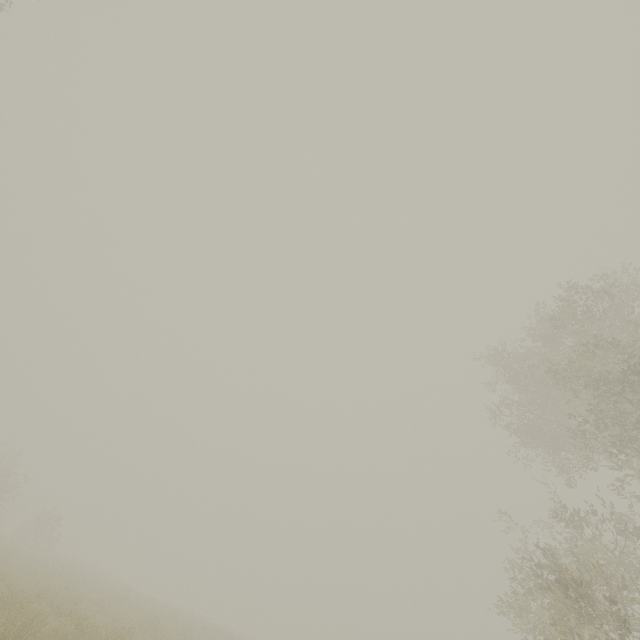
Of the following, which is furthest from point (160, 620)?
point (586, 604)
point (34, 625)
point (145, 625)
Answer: point (586, 604)
